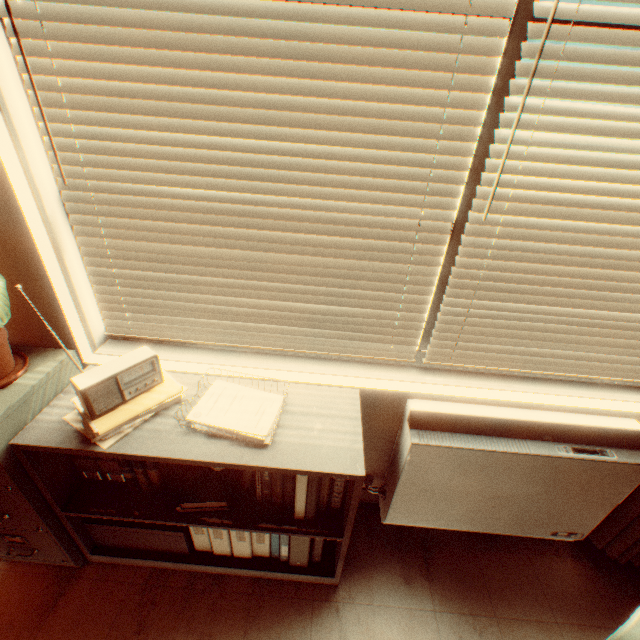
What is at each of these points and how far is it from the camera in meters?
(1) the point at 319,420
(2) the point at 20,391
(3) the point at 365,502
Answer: (1) shelf, 1.5
(2) file cabinet, 1.4
(3) wall trim, 2.2

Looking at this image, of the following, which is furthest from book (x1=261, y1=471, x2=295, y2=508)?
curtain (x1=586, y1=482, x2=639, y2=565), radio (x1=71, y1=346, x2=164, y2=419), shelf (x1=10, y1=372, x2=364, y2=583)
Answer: curtain (x1=586, y1=482, x2=639, y2=565)

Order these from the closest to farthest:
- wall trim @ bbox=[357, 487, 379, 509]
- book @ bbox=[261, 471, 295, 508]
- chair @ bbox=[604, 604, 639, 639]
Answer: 1. chair @ bbox=[604, 604, 639, 639]
2. book @ bbox=[261, 471, 295, 508]
3. wall trim @ bbox=[357, 487, 379, 509]

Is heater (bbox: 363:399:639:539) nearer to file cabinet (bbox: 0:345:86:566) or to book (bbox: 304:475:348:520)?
book (bbox: 304:475:348:520)

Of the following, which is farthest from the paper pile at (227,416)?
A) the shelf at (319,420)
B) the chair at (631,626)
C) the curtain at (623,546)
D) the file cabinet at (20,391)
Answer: the curtain at (623,546)

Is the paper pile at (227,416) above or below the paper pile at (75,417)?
above

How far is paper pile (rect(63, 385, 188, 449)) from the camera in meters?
1.3 m

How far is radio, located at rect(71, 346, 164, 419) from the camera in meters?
1.3
